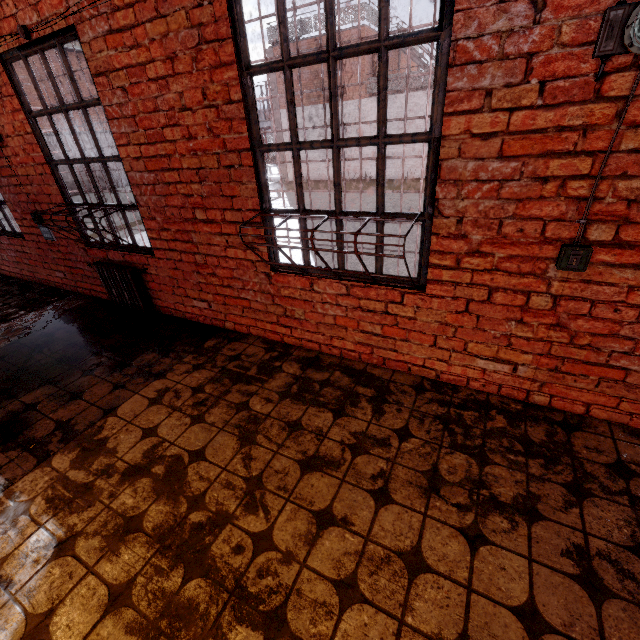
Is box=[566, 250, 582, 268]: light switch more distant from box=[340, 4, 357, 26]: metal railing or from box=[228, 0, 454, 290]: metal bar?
box=[340, 4, 357, 26]: metal railing

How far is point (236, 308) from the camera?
3.45m

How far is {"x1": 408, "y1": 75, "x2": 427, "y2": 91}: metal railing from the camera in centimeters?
1612cm

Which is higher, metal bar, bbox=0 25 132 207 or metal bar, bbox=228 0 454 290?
metal bar, bbox=0 25 132 207

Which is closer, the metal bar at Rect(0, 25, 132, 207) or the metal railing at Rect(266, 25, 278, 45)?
the metal bar at Rect(0, 25, 132, 207)

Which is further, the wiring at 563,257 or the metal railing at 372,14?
the metal railing at 372,14

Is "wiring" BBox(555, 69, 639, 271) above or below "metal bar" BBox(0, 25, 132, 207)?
below

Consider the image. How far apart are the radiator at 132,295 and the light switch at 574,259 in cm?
403
